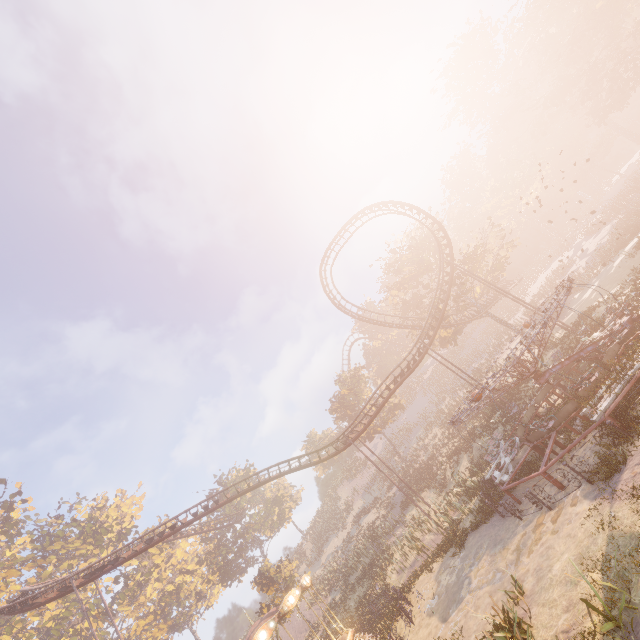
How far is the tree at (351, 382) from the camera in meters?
47.0

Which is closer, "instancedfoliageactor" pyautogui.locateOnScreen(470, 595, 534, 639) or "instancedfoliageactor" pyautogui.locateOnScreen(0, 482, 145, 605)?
"instancedfoliageactor" pyautogui.locateOnScreen(470, 595, 534, 639)

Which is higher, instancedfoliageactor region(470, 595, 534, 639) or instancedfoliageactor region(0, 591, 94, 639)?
instancedfoliageactor region(0, 591, 94, 639)

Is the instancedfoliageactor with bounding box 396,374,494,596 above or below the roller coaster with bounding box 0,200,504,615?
below

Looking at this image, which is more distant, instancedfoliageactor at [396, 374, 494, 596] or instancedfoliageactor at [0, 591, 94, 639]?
instancedfoliageactor at [0, 591, 94, 639]

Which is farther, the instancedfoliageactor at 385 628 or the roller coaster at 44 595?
the roller coaster at 44 595

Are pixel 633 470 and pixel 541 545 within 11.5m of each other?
yes

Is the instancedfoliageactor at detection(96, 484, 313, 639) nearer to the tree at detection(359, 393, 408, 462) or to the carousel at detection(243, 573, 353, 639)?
the carousel at detection(243, 573, 353, 639)
